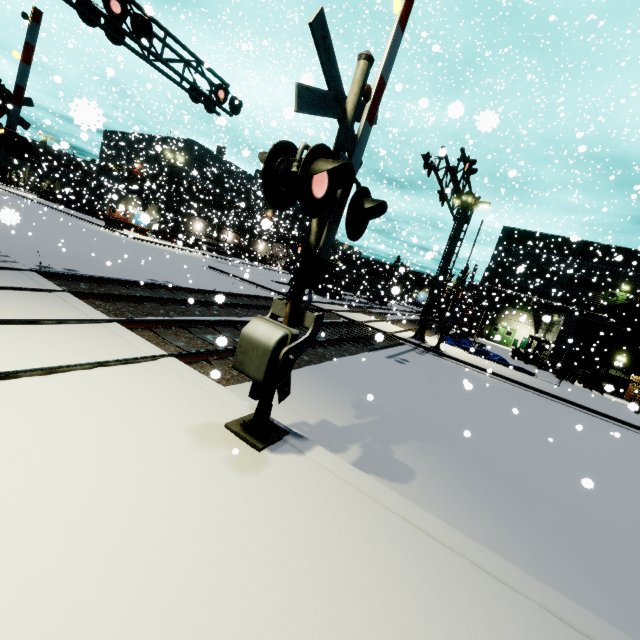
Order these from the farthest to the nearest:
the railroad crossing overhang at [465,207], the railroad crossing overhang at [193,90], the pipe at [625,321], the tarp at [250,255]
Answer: the tarp at [250,255] → the pipe at [625,321] → the railroad crossing overhang at [465,207] → the railroad crossing overhang at [193,90]

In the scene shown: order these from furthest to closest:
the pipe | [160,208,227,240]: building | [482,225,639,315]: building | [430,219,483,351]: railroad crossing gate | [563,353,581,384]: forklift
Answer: [160,208,227,240]: building
[482,225,639,315]: building
the pipe
[563,353,581,384]: forklift
[430,219,483,351]: railroad crossing gate

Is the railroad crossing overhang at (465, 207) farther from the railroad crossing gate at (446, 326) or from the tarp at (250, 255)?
the tarp at (250, 255)

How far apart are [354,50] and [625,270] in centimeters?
4191cm

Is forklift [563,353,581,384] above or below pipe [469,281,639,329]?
below

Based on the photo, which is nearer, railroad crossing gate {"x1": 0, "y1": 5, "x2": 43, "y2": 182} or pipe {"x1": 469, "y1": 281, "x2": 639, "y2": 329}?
railroad crossing gate {"x1": 0, "y1": 5, "x2": 43, "y2": 182}

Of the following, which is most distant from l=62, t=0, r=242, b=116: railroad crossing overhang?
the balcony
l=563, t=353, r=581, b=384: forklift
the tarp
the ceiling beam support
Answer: the tarp

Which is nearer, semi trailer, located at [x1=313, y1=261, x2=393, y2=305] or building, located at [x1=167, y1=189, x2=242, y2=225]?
semi trailer, located at [x1=313, y1=261, x2=393, y2=305]
